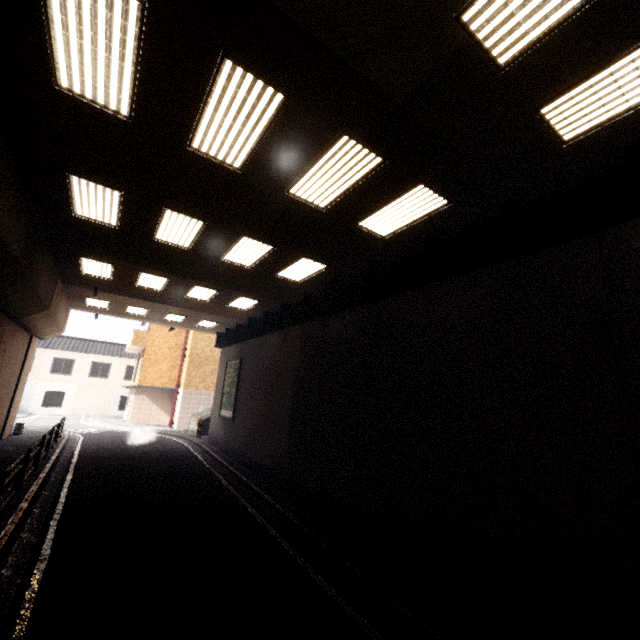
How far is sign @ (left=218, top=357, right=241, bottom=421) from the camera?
18.08m

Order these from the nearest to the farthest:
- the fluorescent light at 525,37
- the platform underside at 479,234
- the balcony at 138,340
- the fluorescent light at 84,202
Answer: the fluorescent light at 525,37, the platform underside at 479,234, the fluorescent light at 84,202, the balcony at 138,340

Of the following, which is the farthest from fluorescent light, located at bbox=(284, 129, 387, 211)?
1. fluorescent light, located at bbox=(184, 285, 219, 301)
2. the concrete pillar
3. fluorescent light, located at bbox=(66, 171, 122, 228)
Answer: fluorescent light, located at bbox=(184, 285, 219, 301)

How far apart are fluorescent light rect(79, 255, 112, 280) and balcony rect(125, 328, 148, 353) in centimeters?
1453cm

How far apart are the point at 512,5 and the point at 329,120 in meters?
2.5 m

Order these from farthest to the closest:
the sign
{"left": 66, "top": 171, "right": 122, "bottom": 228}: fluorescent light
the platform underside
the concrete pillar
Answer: the sign < {"left": 66, "top": 171, "right": 122, "bottom": 228}: fluorescent light < the concrete pillar < the platform underside

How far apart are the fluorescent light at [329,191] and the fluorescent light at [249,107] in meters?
1.0 m

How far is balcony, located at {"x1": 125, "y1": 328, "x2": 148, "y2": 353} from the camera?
25.75m
